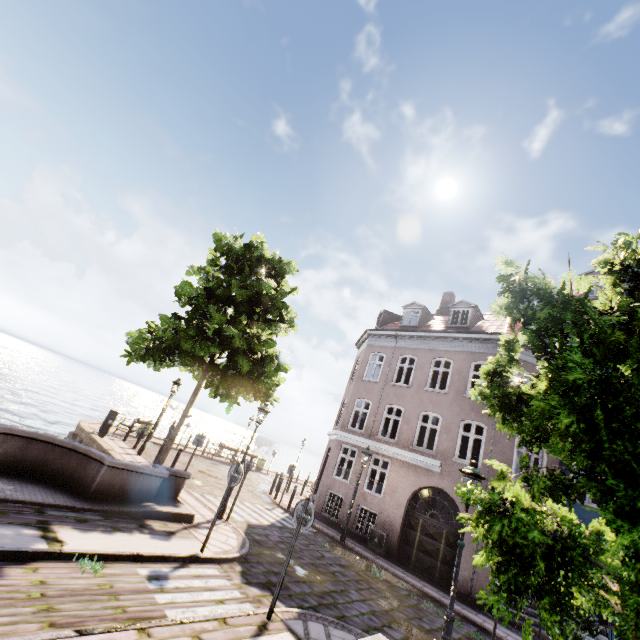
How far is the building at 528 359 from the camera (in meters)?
15.11

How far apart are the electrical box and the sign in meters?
10.0 m

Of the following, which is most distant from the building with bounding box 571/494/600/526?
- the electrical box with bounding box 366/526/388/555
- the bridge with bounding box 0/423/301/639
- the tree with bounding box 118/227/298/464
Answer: the bridge with bounding box 0/423/301/639

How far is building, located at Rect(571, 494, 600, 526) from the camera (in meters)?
12.32

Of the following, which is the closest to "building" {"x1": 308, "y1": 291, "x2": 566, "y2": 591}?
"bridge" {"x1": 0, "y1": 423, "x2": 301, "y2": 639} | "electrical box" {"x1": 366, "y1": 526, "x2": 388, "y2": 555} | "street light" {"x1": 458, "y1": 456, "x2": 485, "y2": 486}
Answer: "electrical box" {"x1": 366, "y1": 526, "x2": 388, "y2": 555}

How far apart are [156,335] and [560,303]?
Answer: 13.74m

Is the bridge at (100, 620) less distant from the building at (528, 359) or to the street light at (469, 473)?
the street light at (469, 473)

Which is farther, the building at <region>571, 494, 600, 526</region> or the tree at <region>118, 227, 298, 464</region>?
the building at <region>571, 494, 600, 526</region>
